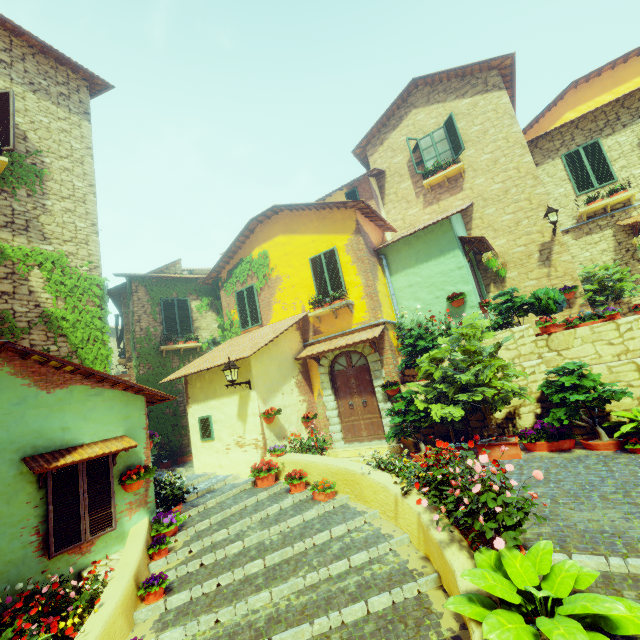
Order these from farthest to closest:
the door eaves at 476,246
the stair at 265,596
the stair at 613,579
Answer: the door eaves at 476,246 < the stair at 265,596 < the stair at 613,579

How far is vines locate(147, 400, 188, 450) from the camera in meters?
11.8 m

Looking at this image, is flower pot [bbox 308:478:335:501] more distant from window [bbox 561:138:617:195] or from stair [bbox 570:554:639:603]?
window [bbox 561:138:617:195]

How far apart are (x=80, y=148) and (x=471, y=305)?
12.23m

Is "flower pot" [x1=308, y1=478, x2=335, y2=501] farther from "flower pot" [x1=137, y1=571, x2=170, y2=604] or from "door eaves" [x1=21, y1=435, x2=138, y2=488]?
"door eaves" [x1=21, y1=435, x2=138, y2=488]

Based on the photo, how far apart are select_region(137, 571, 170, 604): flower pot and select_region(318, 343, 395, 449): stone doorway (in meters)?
6.30

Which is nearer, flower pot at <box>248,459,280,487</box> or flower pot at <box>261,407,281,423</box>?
flower pot at <box>248,459,280,487</box>

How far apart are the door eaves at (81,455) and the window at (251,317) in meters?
6.6 m
